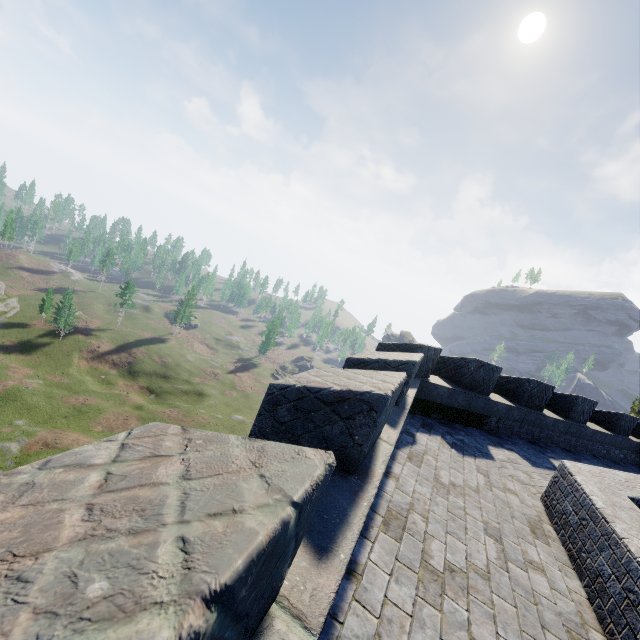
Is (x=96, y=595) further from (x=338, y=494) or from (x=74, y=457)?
(x=338, y=494)

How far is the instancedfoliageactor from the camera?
57.7 meters

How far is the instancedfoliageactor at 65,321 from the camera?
57.7 meters
